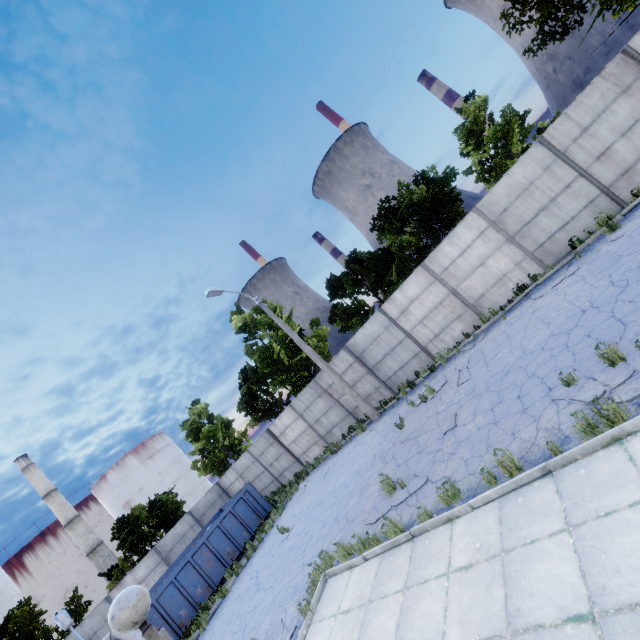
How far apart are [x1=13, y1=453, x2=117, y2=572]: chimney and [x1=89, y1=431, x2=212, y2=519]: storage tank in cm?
580

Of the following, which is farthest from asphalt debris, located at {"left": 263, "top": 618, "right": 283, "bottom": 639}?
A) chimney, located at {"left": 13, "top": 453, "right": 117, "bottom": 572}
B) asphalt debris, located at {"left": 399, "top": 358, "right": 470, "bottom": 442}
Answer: chimney, located at {"left": 13, "top": 453, "right": 117, "bottom": 572}

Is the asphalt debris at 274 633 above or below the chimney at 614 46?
below

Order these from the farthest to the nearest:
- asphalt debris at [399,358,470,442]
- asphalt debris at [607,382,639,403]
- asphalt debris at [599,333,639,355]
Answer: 1. asphalt debris at [399,358,470,442]
2. asphalt debris at [599,333,639,355]
3. asphalt debris at [607,382,639,403]

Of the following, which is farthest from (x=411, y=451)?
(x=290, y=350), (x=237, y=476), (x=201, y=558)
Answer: (x=237, y=476)

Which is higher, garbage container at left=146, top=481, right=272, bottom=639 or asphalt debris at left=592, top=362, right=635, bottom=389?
garbage container at left=146, top=481, right=272, bottom=639

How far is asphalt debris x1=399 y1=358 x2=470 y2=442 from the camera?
10.8m

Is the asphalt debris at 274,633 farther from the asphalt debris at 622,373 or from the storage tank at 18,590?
the storage tank at 18,590
